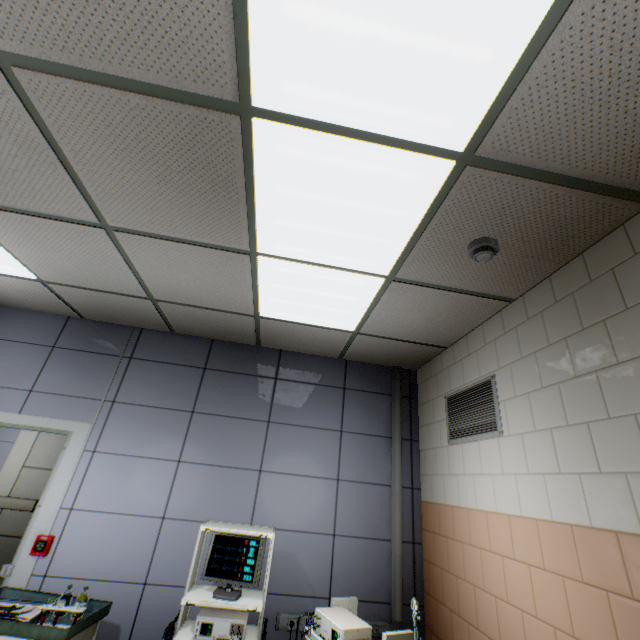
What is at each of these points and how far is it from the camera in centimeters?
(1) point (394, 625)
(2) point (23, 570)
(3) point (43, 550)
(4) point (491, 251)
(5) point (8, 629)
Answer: (1) cable duct, 287cm
(2) door, 268cm
(3) fire alarm, 273cm
(4) fire alarm, 188cm
(5) table, 204cm

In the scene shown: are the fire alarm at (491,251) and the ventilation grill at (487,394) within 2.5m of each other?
yes

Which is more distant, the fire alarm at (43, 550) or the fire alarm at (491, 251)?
the fire alarm at (43, 550)

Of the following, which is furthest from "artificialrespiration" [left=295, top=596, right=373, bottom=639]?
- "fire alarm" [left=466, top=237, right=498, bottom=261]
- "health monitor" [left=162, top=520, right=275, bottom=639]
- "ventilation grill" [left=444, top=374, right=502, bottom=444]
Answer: "fire alarm" [left=466, top=237, right=498, bottom=261]

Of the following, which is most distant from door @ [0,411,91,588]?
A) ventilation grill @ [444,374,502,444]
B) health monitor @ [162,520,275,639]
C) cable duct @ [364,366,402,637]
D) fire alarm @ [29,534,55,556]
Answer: ventilation grill @ [444,374,502,444]

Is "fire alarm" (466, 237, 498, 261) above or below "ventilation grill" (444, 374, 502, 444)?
above

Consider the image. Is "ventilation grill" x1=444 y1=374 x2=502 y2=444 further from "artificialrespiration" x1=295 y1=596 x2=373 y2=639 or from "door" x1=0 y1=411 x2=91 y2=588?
"door" x1=0 y1=411 x2=91 y2=588

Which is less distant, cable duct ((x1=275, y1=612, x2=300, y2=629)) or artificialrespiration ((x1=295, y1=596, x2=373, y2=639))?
artificialrespiration ((x1=295, y1=596, x2=373, y2=639))
